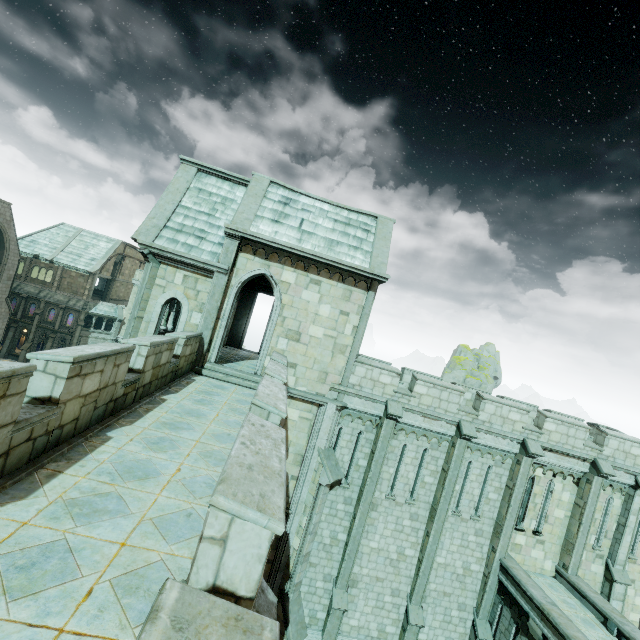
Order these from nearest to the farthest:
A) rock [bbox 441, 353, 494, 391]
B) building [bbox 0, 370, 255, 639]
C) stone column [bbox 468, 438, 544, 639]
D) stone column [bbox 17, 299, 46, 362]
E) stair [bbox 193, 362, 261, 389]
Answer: building [bbox 0, 370, 255, 639]
stair [bbox 193, 362, 261, 389]
stone column [bbox 468, 438, 544, 639]
stone column [bbox 17, 299, 46, 362]
rock [bbox 441, 353, 494, 391]

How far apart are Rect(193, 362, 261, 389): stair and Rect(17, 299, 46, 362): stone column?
45.65m

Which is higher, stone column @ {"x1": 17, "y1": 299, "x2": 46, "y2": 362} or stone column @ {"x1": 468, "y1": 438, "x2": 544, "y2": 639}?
stone column @ {"x1": 468, "y1": 438, "x2": 544, "y2": 639}

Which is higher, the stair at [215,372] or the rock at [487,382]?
the rock at [487,382]

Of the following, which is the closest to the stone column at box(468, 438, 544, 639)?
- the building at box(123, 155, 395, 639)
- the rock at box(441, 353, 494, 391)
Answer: the building at box(123, 155, 395, 639)

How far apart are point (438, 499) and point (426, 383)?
5.1 meters

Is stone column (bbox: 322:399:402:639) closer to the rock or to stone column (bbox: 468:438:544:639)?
stone column (bbox: 468:438:544:639)

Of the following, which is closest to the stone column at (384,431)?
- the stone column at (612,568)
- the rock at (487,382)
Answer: the stone column at (612,568)
